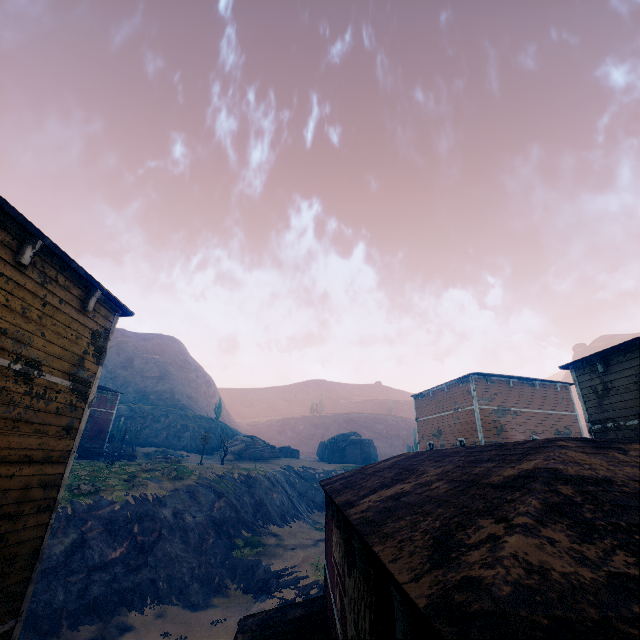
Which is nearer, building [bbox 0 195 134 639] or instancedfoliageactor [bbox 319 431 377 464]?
building [bbox 0 195 134 639]

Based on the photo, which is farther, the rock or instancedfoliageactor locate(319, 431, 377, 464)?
instancedfoliageactor locate(319, 431, 377, 464)

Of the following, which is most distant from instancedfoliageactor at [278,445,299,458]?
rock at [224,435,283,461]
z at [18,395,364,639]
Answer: z at [18,395,364,639]

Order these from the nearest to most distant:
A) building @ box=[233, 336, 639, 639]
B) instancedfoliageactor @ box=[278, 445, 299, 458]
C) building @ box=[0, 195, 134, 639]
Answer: building @ box=[233, 336, 639, 639] → building @ box=[0, 195, 134, 639] → instancedfoliageactor @ box=[278, 445, 299, 458]

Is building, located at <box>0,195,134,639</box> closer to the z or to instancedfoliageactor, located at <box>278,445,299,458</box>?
the z

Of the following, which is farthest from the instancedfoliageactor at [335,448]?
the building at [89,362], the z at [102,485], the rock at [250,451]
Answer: the building at [89,362]

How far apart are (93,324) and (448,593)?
8.2 meters
